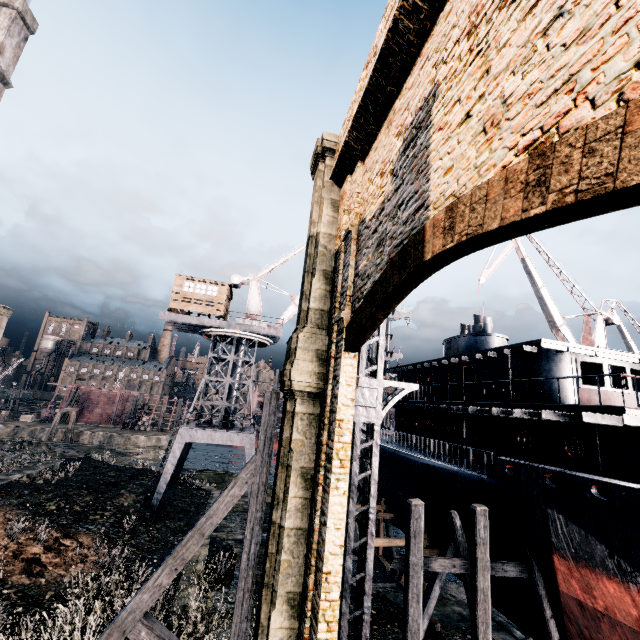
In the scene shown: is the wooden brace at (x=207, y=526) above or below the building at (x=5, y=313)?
below

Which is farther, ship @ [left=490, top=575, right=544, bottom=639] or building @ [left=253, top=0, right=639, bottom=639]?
ship @ [left=490, top=575, right=544, bottom=639]

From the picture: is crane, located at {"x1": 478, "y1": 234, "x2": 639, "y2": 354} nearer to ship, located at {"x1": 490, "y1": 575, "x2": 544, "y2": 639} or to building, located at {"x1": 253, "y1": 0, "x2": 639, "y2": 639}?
ship, located at {"x1": 490, "y1": 575, "x2": 544, "y2": 639}

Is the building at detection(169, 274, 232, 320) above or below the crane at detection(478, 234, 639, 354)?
below

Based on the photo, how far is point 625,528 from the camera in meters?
9.7 m

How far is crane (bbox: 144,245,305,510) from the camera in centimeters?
2525cm

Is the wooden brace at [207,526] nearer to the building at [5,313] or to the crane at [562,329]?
the crane at [562,329]

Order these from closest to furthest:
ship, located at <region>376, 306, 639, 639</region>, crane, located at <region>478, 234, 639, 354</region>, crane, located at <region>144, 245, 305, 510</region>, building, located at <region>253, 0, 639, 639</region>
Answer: building, located at <region>253, 0, 639, 639</region>, ship, located at <region>376, 306, 639, 639</region>, crane, located at <region>144, 245, 305, 510</region>, crane, located at <region>478, 234, 639, 354</region>
